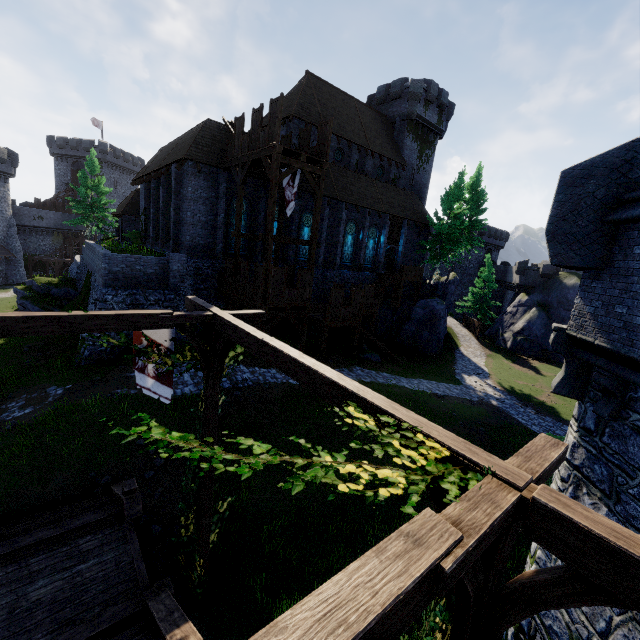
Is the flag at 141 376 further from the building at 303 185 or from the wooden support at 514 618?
the building at 303 185

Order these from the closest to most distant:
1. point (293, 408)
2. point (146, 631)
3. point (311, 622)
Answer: point (311, 622), point (146, 631), point (293, 408)

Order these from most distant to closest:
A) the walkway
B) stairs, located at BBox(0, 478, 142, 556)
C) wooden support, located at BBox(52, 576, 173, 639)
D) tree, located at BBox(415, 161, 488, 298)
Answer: tree, located at BBox(415, 161, 488, 298), the walkway, stairs, located at BBox(0, 478, 142, 556), wooden support, located at BBox(52, 576, 173, 639)

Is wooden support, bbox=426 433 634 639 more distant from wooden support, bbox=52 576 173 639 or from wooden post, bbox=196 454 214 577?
wooden support, bbox=52 576 173 639

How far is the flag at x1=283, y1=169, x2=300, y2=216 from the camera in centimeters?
1847cm

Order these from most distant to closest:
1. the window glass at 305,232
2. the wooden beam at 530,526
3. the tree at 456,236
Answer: the tree at 456,236 < the window glass at 305,232 < the wooden beam at 530,526

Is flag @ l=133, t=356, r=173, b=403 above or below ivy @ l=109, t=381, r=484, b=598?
below

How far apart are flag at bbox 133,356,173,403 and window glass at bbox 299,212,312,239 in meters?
20.1 m
